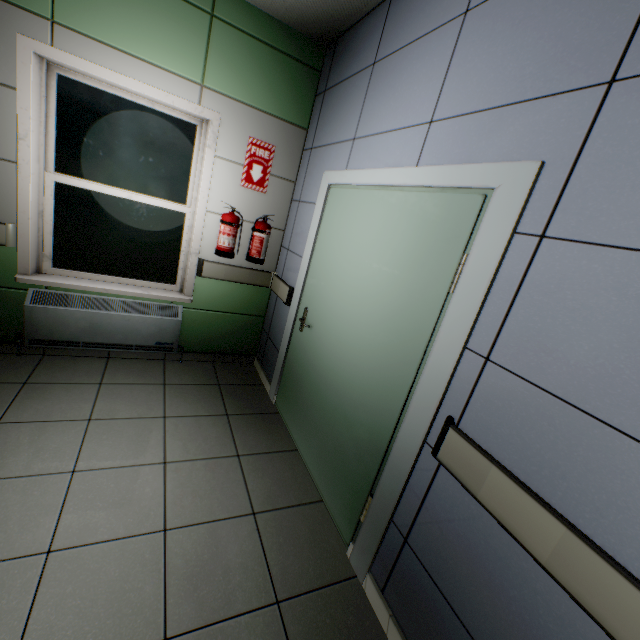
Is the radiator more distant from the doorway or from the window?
the doorway

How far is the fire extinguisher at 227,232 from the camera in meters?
3.0

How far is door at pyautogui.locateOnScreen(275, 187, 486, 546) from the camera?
1.6m

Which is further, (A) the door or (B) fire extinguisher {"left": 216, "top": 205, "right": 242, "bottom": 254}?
(B) fire extinguisher {"left": 216, "top": 205, "right": 242, "bottom": 254}

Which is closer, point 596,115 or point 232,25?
point 596,115

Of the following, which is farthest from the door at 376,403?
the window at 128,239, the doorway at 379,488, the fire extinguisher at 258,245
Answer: the window at 128,239

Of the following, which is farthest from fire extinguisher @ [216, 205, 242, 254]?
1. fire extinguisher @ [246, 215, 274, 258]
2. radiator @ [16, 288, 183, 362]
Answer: radiator @ [16, 288, 183, 362]

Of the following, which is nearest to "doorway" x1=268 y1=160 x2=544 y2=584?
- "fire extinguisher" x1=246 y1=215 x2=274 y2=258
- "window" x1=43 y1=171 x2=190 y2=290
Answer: "fire extinguisher" x1=246 y1=215 x2=274 y2=258
